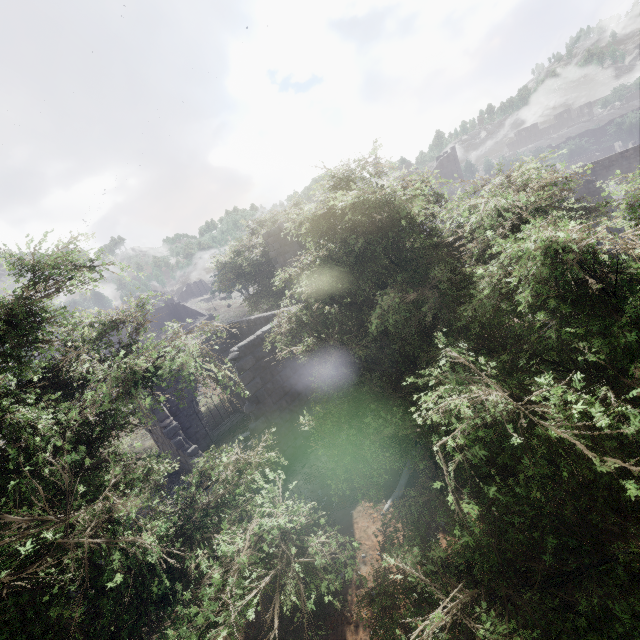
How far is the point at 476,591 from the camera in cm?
232

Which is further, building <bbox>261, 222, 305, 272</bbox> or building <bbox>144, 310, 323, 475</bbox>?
building <bbox>261, 222, 305, 272</bbox>

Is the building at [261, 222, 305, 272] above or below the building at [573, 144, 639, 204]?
above

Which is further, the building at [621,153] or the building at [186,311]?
the building at [186,311]

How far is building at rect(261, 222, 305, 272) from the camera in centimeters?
1883cm

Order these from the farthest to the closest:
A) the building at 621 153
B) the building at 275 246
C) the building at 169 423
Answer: the building at 621 153 < the building at 275 246 < the building at 169 423

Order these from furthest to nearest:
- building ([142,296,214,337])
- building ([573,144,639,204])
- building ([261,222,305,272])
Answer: building ([142,296,214,337]), building ([573,144,639,204]), building ([261,222,305,272])
